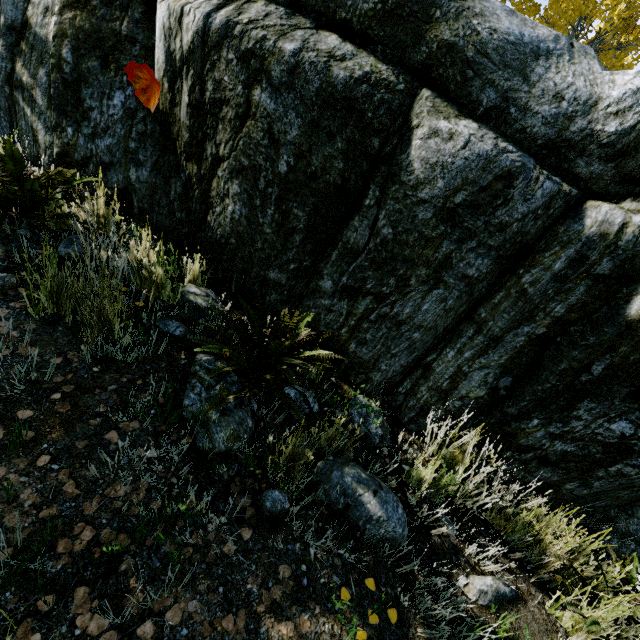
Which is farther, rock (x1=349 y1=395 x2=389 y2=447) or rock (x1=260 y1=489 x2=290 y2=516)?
rock (x1=349 y1=395 x2=389 y2=447)

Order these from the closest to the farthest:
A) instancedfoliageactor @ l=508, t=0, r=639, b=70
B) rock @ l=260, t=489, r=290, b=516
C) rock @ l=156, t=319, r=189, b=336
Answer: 1. rock @ l=260, t=489, r=290, b=516
2. rock @ l=156, t=319, r=189, b=336
3. instancedfoliageactor @ l=508, t=0, r=639, b=70

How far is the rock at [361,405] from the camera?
2.3m

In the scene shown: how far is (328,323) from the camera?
2.5 meters

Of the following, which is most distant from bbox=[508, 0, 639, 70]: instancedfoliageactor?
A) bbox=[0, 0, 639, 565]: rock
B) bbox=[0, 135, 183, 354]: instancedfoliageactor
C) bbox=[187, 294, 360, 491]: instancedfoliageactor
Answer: bbox=[0, 135, 183, 354]: instancedfoliageactor

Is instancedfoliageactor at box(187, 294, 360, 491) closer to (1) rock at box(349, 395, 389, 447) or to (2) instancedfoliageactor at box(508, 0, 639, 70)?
(1) rock at box(349, 395, 389, 447)

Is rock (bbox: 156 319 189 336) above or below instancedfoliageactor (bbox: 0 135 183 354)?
below

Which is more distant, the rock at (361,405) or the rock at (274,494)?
the rock at (361,405)
